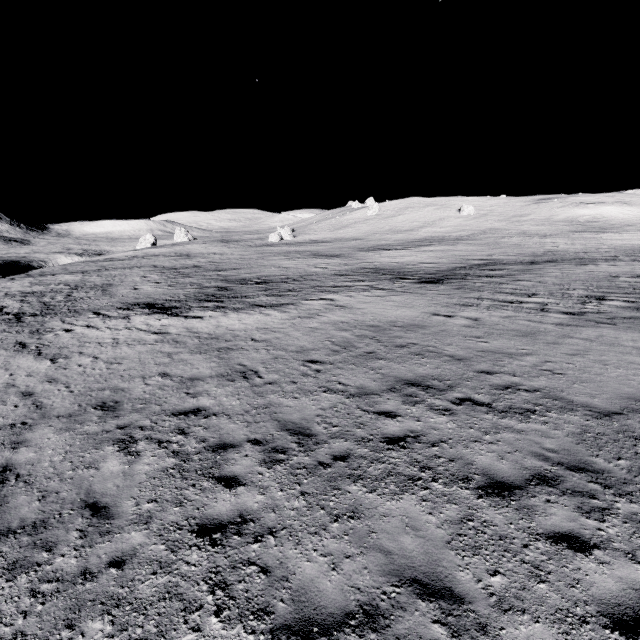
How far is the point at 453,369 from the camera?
10.6 meters
